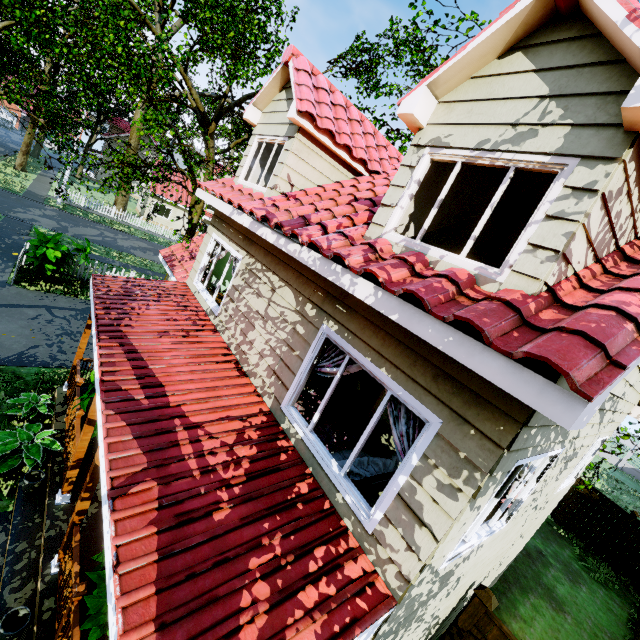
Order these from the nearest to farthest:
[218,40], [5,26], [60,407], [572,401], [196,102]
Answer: [572,401] → [60,407] → [218,40] → [5,26] → [196,102]

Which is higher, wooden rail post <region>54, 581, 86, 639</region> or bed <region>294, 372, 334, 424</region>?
bed <region>294, 372, 334, 424</region>

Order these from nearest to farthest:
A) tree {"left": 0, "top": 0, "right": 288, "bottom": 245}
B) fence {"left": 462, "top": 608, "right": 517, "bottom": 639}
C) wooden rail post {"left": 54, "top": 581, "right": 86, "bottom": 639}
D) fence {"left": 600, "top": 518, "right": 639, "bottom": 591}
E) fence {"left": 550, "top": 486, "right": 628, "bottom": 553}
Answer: wooden rail post {"left": 54, "top": 581, "right": 86, "bottom": 639} < fence {"left": 462, "top": 608, "right": 517, "bottom": 639} < tree {"left": 0, "top": 0, "right": 288, "bottom": 245} < fence {"left": 600, "top": 518, "right": 639, "bottom": 591} < fence {"left": 550, "top": 486, "right": 628, "bottom": 553}

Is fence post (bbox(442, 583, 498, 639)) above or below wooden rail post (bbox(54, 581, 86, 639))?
above

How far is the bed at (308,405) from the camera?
4.9m

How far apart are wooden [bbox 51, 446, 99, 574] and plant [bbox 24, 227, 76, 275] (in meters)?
11.26

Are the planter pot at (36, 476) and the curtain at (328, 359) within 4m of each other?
no

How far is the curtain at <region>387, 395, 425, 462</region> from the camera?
3.2m
